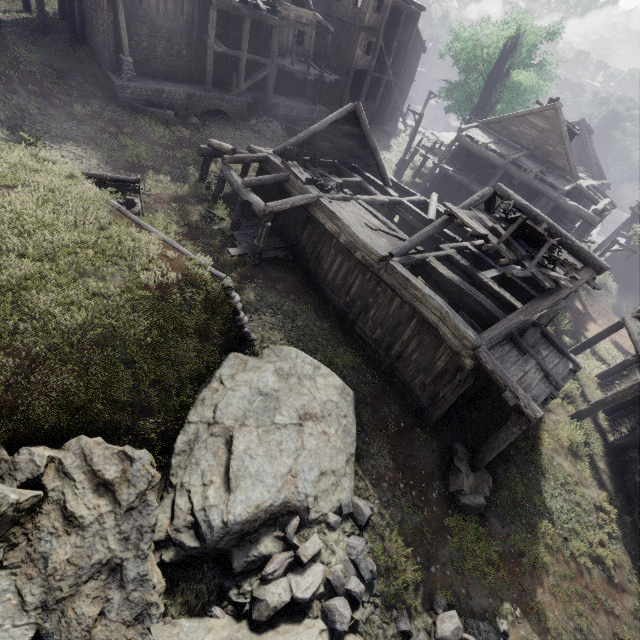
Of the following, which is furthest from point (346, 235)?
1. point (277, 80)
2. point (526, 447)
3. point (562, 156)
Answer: point (277, 80)

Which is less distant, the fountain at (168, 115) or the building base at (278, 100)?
the fountain at (168, 115)

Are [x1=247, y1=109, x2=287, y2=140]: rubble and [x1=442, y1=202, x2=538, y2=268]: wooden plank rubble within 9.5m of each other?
no

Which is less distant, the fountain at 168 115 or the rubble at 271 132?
the fountain at 168 115

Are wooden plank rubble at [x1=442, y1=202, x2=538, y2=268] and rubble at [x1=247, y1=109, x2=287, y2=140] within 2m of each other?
no

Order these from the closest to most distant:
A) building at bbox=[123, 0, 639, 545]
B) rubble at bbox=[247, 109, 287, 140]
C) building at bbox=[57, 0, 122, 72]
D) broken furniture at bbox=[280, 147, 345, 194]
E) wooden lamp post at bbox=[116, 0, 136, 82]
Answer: building at bbox=[123, 0, 639, 545] → broken furniture at bbox=[280, 147, 345, 194] → wooden lamp post at bbox=[116, 0, 136, 82] → building at bbox=[57, 0, 122, 72] → rubble at bbox=[247, 109, 287, 140]

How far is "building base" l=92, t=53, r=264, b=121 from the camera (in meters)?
19.19

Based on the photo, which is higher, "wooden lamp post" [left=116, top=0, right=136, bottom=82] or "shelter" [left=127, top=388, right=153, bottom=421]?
"wooden lamp post" [left=116, top=0, right=136, bottom=82]
